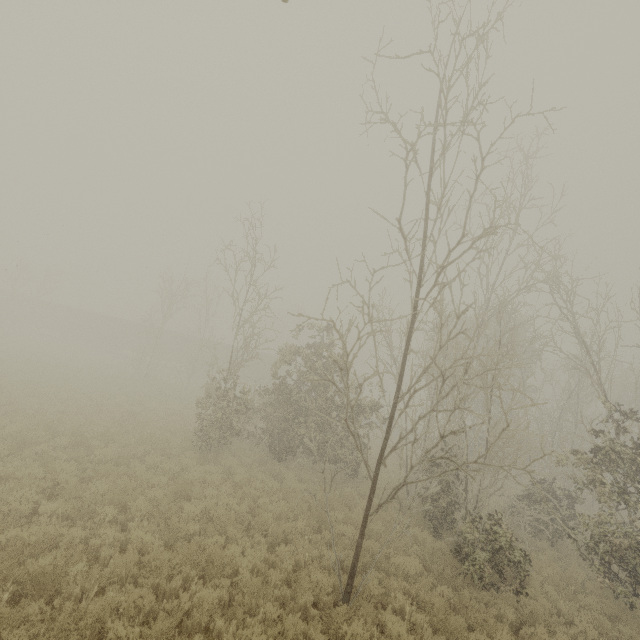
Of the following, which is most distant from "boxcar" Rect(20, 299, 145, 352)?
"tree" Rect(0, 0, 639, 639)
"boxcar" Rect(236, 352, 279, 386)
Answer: "tree" Rect(0, 0, 639, 639)

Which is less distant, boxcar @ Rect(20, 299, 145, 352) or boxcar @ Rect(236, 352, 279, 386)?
boxcar @ Rect(236, 352, 279, 386)

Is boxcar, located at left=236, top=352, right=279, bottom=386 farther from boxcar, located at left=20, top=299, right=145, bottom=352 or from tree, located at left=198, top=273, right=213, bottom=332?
tree, located at left=198, top=273, right=213, bottom=332

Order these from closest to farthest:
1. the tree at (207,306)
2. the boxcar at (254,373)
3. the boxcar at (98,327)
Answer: the tree at (207,306), the boxcar at (254,373), the boxcar at (98,327)

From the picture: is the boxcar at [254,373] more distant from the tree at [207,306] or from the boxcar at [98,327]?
the tree at [207,306]

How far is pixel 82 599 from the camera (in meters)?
5.88

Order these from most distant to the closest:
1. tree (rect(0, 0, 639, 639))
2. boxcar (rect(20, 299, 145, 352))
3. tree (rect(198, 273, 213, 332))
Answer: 1. boxcar (rect(20, 299, 145, 352))
2. tree (rect(198, 273, 213, 332))
3. tree (rect(0, 0, 639, 639))
